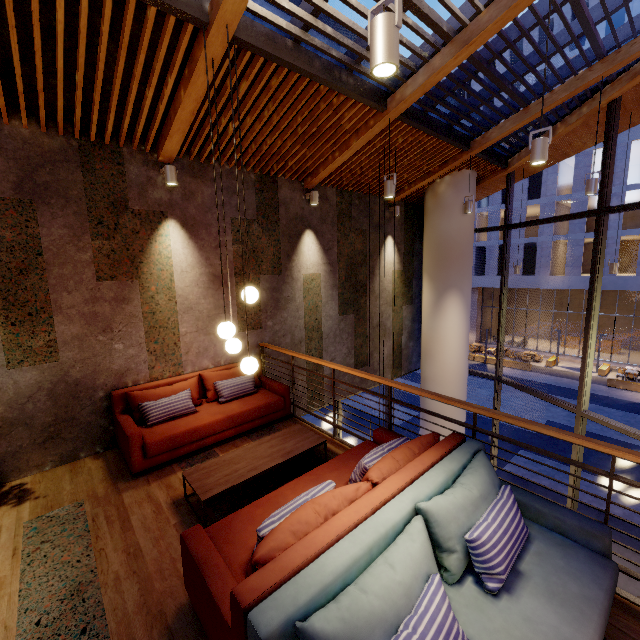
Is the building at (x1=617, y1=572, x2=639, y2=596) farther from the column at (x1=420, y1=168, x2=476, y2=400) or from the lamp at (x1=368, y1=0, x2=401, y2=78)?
the lamp at (x1=368, y1=0, x2=401, y2=78)

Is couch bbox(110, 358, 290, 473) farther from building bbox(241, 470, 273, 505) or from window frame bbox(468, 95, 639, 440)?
window frame bbox(468, 95, 639, 440)

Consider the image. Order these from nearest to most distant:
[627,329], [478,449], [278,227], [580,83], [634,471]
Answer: [478,449] → [580,83] → [278,227] → [634,471] → [627,329]

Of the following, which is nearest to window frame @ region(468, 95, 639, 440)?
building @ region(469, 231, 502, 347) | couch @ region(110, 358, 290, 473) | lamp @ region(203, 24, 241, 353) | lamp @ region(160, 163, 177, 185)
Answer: couch @ region(110, 358, 290, 473)

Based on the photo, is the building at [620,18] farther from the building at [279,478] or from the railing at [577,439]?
the railing at [577,439]

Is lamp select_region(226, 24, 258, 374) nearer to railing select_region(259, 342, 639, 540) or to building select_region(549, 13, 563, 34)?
railing select_region(259, 342, 639, 540)

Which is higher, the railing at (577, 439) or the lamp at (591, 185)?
the lamp at (591, 185)

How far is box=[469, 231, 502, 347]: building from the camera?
28.9 meters
